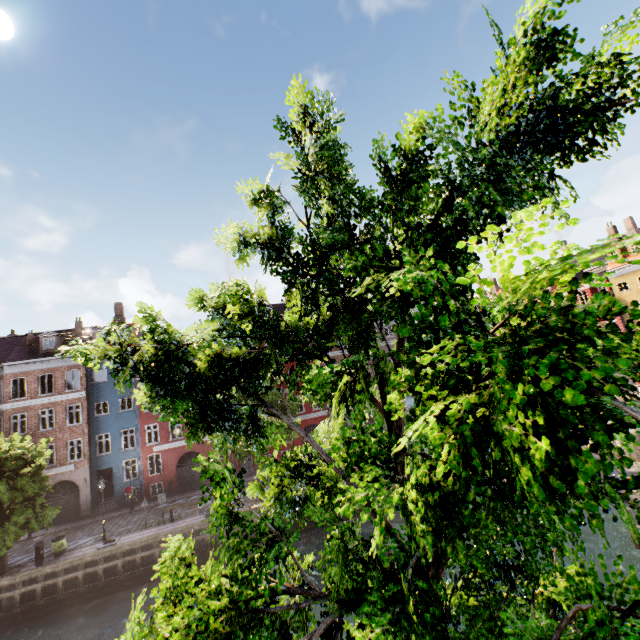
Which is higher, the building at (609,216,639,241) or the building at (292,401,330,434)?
the building at (609,216,639,241)

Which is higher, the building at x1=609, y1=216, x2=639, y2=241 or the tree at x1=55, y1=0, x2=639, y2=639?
the building at x1=609, y1=216, x2=639, y2=241

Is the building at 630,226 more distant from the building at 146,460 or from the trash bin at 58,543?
the trash bin at 58,543

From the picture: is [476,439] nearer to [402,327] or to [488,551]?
[402,327]

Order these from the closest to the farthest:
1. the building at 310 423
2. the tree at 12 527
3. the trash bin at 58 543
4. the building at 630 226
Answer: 1. the tree at 12 527
2. the trash bin at 58 543
3. the building at 310 423
4. the building at 630 226

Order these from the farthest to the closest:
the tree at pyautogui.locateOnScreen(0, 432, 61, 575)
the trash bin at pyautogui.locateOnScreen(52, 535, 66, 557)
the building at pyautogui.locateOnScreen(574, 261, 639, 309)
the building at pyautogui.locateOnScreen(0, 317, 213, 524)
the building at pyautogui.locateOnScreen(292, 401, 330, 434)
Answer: the building at pyautogui.locateOnScreen(574, 261, 639, 309), the building at pyautogui.locateOnScreen(292, 401, 330, 434), the building at pyautogui.locateOnScreen(0, 317, 213, 524), the trash bin at pyautogui.locateOnScreen(52, 535, 66, 557), the tree at pyautogui.locateOnScreen(0, 432, 61, 575)

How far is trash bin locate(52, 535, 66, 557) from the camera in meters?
19.6

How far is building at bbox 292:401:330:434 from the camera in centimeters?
3350cm
